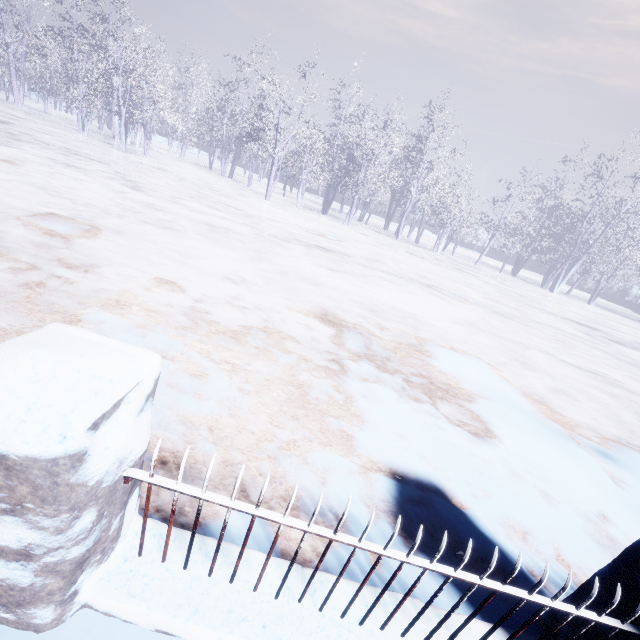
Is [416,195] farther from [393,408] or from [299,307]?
[393,408]
